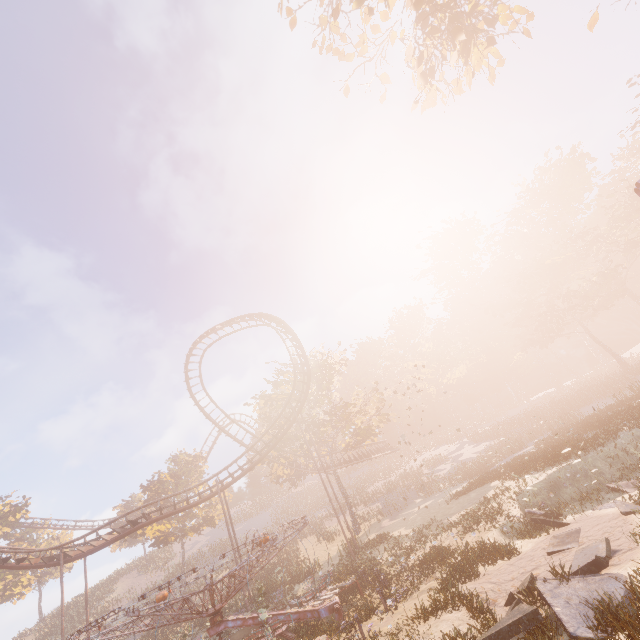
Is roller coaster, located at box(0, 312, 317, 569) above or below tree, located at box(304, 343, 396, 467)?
below

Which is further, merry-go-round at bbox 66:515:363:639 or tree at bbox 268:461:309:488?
tree at bbox 268:461:309:488

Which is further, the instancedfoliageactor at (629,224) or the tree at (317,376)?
the tree at (317,376)

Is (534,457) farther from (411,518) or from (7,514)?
(7,514)

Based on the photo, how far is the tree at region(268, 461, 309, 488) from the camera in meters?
34.6

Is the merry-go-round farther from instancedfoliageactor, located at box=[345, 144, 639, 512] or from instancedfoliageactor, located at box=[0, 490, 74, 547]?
instancedfoliageactor, located at box=[345, 144, 639, 512]

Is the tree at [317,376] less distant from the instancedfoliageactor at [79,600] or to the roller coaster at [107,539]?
the roller coaster at [107,539]
